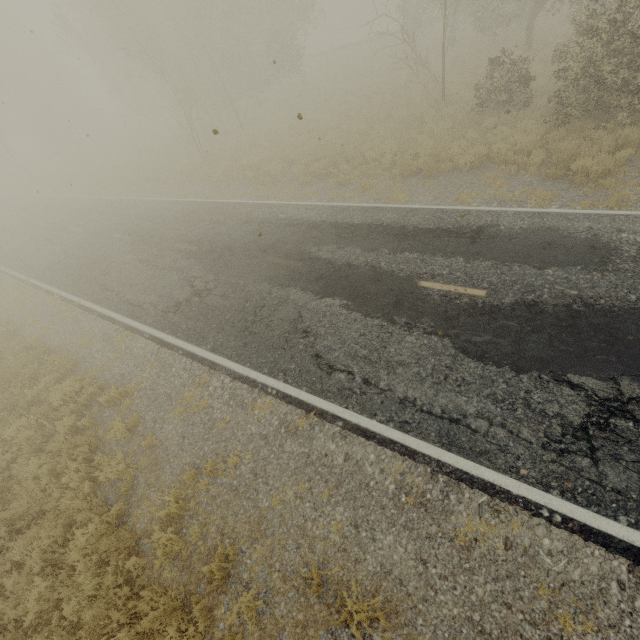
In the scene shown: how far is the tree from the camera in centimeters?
782cm

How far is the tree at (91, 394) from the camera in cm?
782

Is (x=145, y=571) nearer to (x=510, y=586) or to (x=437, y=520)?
(x=437, y=520)
